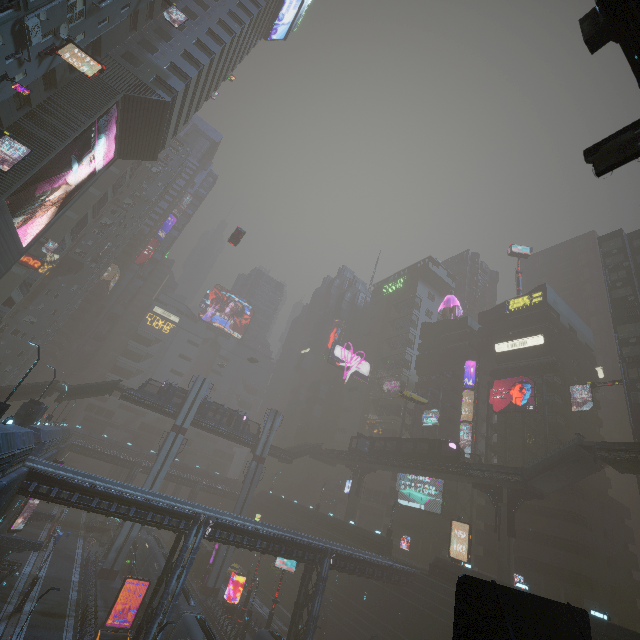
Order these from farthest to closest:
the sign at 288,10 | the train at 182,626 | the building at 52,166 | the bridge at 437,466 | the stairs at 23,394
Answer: the sign at 288,10, the stairs at 23,394, the bridge at 437,466, the train at 182,626, the building at 52,166

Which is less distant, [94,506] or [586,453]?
[94,506]

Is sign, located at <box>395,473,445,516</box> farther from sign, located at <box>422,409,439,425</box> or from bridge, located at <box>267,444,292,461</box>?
bridge, located at <box>267,444,292,461</box>

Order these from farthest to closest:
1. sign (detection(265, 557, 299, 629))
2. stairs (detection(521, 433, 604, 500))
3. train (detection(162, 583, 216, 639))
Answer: sign (detection(265, 557, 299, 629)) → stairs (detection(521, 433, 604, 500)) → train (detection(162, 583, 216, 639))

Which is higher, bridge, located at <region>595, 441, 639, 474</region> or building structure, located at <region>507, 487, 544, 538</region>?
bridge, located at <region>595, 441, 639, 474</region>

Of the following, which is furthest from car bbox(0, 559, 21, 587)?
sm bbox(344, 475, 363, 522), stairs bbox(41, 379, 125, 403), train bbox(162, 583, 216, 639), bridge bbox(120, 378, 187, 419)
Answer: sm bbox(344, 475, 363, 522)

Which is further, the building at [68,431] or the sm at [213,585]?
the sm at [213,585]

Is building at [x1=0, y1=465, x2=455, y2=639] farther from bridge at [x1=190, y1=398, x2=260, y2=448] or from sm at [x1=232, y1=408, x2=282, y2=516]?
bridge at [x1=190, y1=398, x2=260, y2=448]
